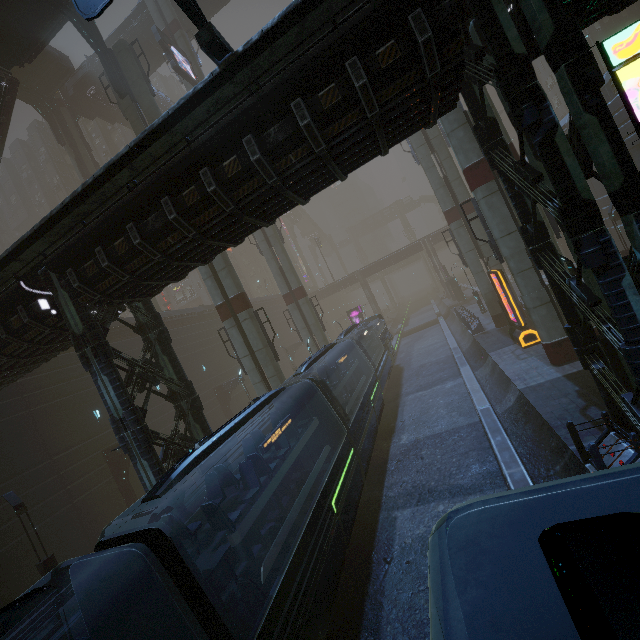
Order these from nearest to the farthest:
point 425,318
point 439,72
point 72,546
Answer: point 439,72 → point 72,546 → point 425,318

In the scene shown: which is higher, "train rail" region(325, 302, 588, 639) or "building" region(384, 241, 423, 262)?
"building" region(384, 241, 423, 262)

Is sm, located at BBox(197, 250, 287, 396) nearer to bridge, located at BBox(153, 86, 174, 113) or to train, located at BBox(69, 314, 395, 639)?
bridge, located at BBox(153, 86, 174, 113)

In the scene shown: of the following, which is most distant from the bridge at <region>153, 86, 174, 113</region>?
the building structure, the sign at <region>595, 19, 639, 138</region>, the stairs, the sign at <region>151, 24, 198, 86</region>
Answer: the sign at <region>595, 19, 639, 138</region>

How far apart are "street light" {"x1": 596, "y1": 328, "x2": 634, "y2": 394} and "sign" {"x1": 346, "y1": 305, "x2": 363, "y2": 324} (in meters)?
35.19

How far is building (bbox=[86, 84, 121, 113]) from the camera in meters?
35.9 m

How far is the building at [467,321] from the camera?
26.8m
